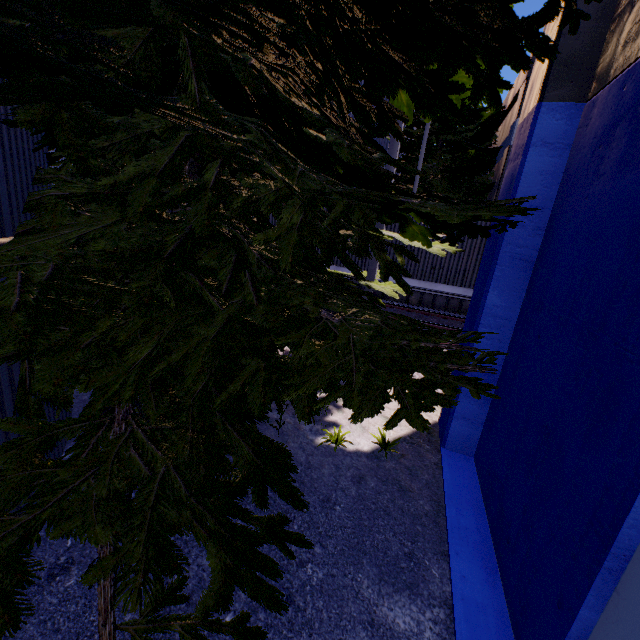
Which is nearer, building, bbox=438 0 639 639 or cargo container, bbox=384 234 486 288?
building, bbox=438 0 639 639

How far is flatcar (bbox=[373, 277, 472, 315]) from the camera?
11.3m

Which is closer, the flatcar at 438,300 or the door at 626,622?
the door at 626,622

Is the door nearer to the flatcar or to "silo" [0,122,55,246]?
"silo" [0,122,55,246]

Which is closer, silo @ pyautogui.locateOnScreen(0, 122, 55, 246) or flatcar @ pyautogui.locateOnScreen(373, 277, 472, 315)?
silo @ pyautogui.locateOnScreen(0, 122, 55, 246)

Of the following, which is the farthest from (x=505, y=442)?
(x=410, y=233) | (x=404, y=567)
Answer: (x=410, y=233)

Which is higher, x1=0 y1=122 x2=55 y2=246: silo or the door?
x1=0 y1=122 x2=55 y2=246: silo

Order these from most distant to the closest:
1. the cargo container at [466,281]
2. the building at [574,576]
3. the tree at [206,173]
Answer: the cargo container at [466,281] < the building at [574,576] < the tree at [206,173]
